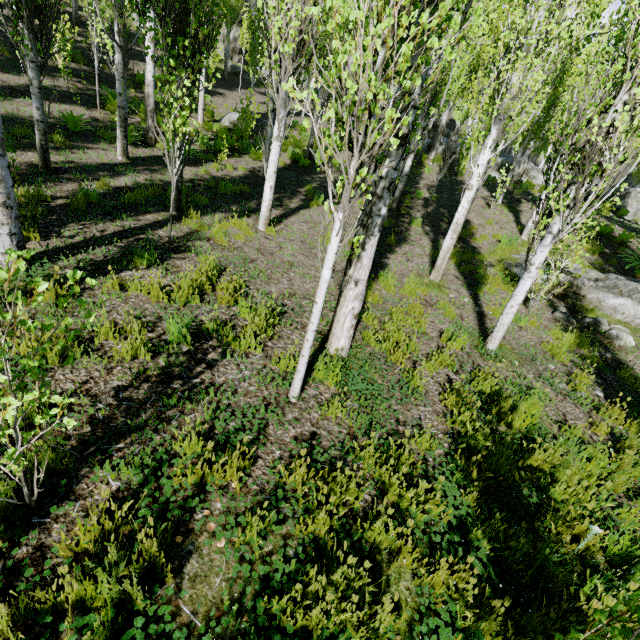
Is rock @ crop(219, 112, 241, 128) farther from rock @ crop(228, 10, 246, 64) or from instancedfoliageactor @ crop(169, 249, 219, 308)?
rock @ crop(228, 10, 246, 64)

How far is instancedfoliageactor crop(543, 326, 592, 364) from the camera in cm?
593

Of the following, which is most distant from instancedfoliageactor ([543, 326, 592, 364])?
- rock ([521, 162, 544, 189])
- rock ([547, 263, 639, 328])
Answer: rock ([547, 263, 639, 328])

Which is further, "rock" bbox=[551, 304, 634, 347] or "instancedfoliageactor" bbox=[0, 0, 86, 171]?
"rock" bbox=[551, 304, 634, 347]

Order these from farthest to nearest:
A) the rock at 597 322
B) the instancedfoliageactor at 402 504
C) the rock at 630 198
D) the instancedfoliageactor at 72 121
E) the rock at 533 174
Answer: the rock at 533 174 < the rock at 630 198 < the instancedfoliageactor at 72 121 < the rock at 597 322 < the instancedfoliageactor at 402 504

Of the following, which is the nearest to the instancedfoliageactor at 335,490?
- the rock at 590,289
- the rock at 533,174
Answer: the rock at 533,174

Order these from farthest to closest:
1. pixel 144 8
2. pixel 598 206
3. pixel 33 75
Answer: pixel 598 206, pixel 144 8, pixel 33 75

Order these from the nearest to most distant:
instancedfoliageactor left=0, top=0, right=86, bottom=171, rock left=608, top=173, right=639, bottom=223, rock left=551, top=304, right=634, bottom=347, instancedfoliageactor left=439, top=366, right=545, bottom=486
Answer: instancedfoliageactor left=439, top=366, right=545, bottom=486, instancedfoliageactor left=0, top=0, right=86, bottom=171, rock left=551, top=304, right=634, bottom=347, rock left=608, top=173, right=639, bottom=223
